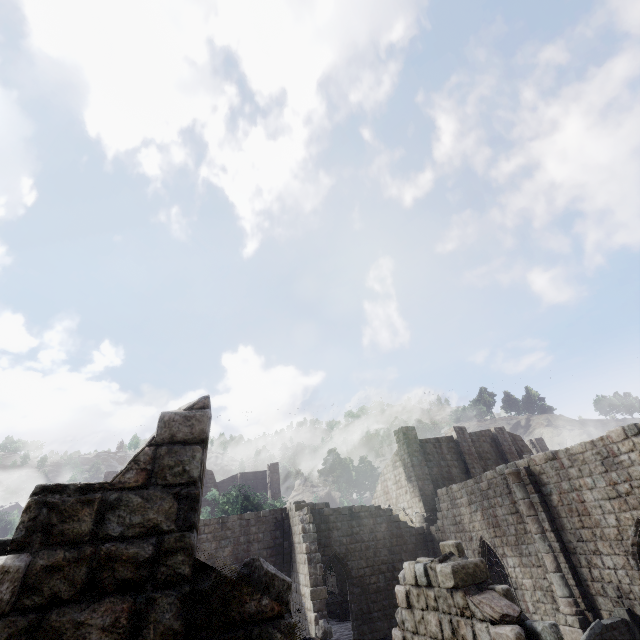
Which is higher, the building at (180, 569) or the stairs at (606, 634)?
the building at (180, 569)

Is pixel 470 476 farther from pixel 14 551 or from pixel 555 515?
pixel 14 551

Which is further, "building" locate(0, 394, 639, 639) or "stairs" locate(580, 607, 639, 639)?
"stairs" locate(580, 607, 639, 639)

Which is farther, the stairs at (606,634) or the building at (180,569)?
the stairs at (606,634)

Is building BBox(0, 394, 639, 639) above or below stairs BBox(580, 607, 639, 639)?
above
